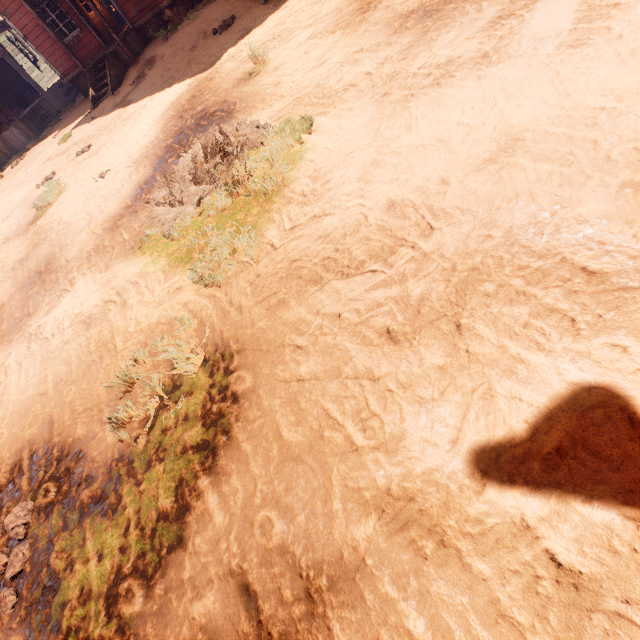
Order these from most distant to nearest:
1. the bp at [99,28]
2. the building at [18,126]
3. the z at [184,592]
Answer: the bp at [99,28]
the building at [18,126]
the z at [184,592]

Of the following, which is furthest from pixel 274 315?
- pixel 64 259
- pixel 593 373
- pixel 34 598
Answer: pixel 64 259

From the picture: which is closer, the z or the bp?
the z

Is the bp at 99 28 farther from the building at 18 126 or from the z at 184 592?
the z at 184 592

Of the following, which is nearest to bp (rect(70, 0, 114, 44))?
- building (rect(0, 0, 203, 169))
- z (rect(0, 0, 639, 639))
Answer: building (rect(0, 0, 203, 169))

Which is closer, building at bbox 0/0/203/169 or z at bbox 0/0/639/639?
z at bbox 0/0/639/639

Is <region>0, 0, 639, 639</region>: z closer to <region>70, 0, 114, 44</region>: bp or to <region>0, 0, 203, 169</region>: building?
<region>0, 0, 203, 169</region>: building

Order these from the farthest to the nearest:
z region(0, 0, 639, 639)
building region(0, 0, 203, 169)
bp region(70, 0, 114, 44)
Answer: bp region(70, 0, 114, 44) < building region(0, 0, 203, 169) < z region(0, 0, 639, 639)
